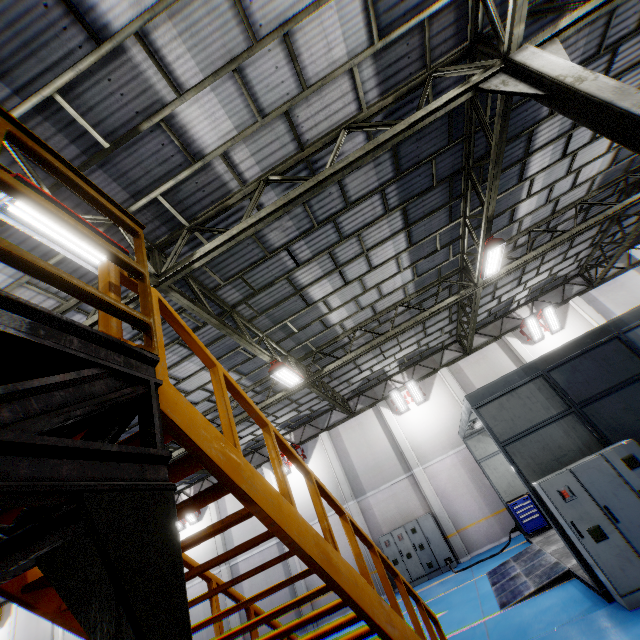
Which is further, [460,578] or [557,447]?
[460,578]

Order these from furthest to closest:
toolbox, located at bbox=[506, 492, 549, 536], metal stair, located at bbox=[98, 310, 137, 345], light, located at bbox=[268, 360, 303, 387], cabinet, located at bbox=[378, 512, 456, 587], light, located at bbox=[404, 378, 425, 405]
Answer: light, located at bbox=[404, 378, 425, 405], cabinet, located at bbox=[378, 512, 456, 587], toolbox, located at bbox=[506, 492, 549, 536], light, located at bbox=[268, 360, 303, 387], metal stair, located at bbox=[98, 310, 137, 345]

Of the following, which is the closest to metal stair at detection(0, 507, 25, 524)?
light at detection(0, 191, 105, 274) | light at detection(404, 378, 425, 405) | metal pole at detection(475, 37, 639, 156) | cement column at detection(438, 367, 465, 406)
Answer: light at detection(0, 191, 105, 274)

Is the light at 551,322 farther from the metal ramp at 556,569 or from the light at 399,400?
the metal ramp at 556,569

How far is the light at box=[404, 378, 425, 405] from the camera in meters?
17.6

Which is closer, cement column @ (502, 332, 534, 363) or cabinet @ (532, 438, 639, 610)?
cabinet @ (532, 438, 639, 610)

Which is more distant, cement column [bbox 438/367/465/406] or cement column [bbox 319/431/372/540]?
cement column [bbox 438/367/465/406]

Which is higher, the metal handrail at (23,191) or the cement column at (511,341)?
the cement column at (511,341)
